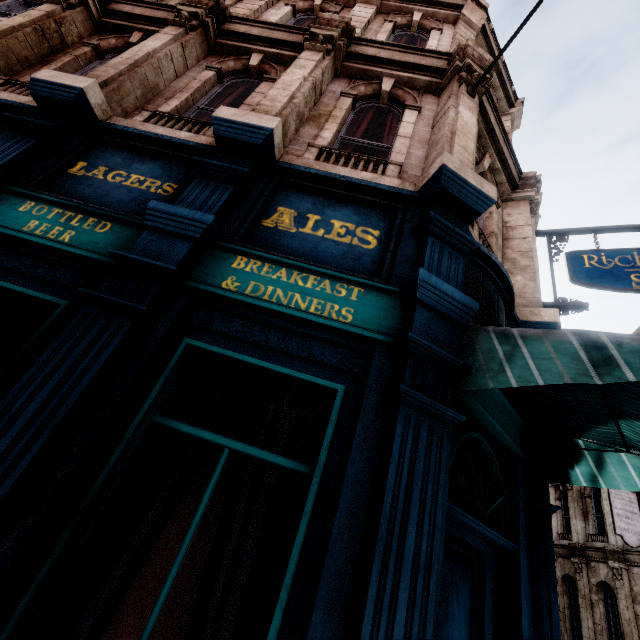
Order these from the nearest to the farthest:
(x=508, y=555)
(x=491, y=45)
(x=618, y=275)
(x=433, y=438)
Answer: (x=433, y=438)
(x=508, y=555)
(x=618, y=275)
(x=491, y=45)

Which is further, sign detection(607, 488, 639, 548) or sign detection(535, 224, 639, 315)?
sign detection(607, 488, 639, 548)

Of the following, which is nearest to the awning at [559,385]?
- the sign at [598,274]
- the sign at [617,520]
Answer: the sign at [598,274]

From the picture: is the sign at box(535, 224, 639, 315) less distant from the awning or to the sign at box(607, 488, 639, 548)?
the awning

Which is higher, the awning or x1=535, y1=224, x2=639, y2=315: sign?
x1=535, y1=224, x2=639, y2=315: sign

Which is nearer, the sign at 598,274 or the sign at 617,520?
the sign at 598,274

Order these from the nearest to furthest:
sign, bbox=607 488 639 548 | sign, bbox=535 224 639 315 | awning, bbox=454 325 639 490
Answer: awning, bbox=454 325 639 490
sign, bbox=535 224 639 315
sign, bbox=607 488 639 548
